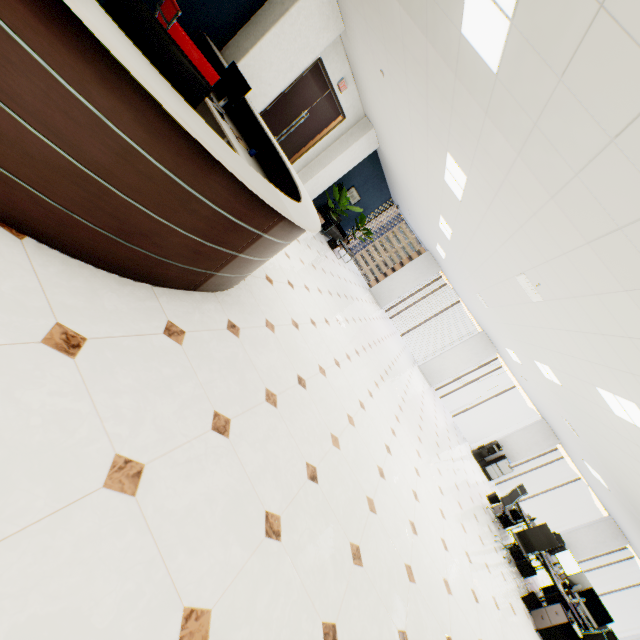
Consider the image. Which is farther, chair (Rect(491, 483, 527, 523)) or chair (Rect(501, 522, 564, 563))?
chair (Rect(491, 483, 527, 523))

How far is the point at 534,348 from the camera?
6.9 meters

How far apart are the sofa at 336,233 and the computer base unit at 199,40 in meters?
6.6

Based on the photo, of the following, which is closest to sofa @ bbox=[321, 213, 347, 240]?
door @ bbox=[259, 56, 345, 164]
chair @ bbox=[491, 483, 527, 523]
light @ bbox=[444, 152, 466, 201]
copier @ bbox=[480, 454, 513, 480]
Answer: door @ bbox=[259, 56, 345, 164]

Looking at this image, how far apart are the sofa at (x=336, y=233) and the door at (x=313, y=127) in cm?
296

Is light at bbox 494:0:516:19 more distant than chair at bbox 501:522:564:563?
No

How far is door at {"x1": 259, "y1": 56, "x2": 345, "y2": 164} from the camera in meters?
6.5 m

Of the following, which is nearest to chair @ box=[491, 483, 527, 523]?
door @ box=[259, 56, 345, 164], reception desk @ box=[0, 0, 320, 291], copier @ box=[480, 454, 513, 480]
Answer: copier @ box=[480, 454, 513, 480]
